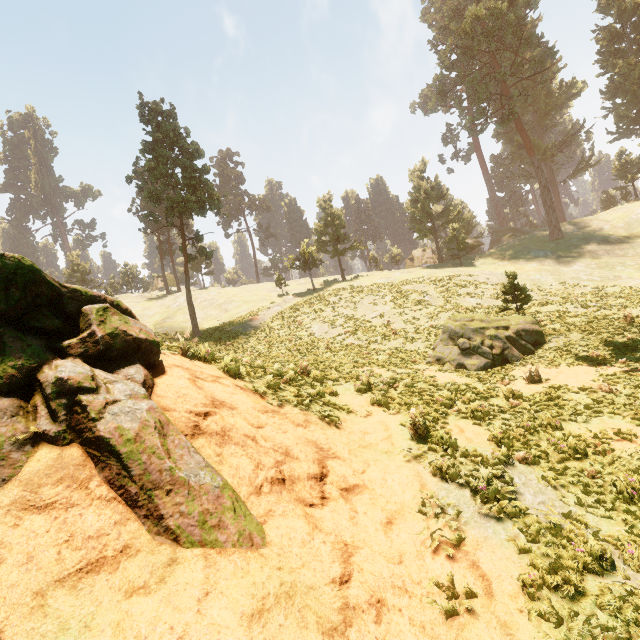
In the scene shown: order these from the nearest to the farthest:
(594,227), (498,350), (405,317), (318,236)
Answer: (498,350) → (405,317) → (594,227) → (318,236)

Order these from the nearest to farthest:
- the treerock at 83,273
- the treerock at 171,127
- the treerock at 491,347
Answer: the treerock at 491,347 → the treerock at 171,127 → the treerock at 83,273

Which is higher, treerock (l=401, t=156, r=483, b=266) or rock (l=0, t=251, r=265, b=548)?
treerock (l=401, t=156, r=483, b=266)

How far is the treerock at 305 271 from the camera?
45.1 meters

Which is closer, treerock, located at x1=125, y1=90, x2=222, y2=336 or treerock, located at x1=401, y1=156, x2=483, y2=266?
treerock, located at x1=125, y1=90, x2=222, y2=336

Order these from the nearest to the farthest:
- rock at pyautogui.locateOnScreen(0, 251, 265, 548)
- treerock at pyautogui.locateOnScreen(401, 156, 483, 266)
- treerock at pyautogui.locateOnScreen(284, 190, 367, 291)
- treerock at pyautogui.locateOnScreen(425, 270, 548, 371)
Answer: rock at pyautogui.locateOnScreen(0, 251, 265, 548) → treerock at pyautogui.locateOnScreen(425, 270, 548, 371) → treerock at pyautogui.locateOnScreen(401, 156, 483, 266) → treerock at pyautogui.locateOnScreen(284, 190, 367, 291)

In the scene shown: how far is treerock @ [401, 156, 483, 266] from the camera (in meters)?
43.88
